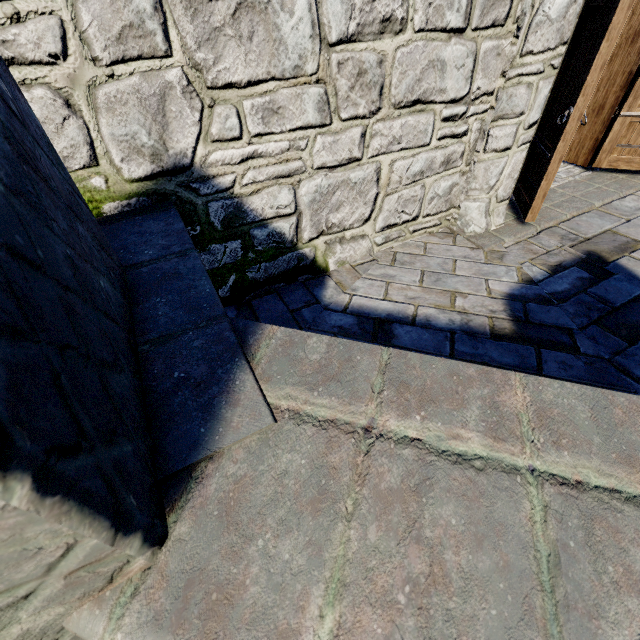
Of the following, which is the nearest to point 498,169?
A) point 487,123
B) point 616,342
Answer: point 487,123
